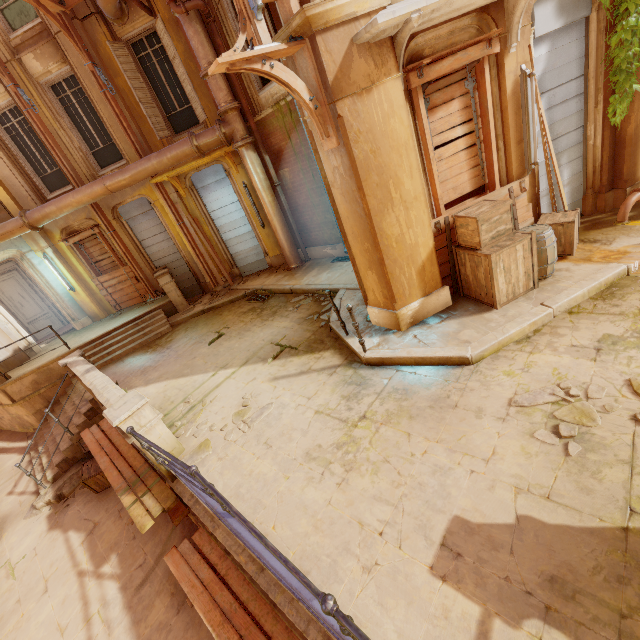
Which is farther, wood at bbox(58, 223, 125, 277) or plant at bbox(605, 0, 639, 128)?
wood at bbox(58, 223, 125, 277)

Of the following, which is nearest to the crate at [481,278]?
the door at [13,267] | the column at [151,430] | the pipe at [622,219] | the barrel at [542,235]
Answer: the barrel at [542,235]

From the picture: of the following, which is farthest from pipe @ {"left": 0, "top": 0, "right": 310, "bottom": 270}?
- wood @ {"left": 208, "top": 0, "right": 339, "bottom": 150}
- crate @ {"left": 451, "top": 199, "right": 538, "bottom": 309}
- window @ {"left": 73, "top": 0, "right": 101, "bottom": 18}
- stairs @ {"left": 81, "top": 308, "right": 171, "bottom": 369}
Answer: crate @ {"left": 451, "top": 199, "right": 538, "bottom": 309}

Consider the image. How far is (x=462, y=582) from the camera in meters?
2.6 m

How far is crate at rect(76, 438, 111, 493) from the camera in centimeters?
766cm

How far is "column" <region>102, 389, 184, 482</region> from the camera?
4.65m

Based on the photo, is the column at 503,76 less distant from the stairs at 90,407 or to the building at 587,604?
the building at 587,604

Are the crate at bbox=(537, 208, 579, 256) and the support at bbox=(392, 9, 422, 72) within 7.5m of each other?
yes
